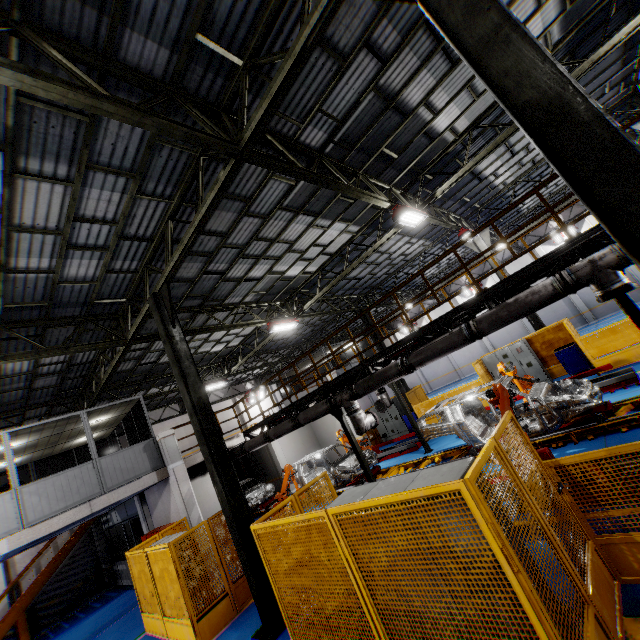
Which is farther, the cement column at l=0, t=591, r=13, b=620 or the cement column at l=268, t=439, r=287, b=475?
the cement column at l=268, t=439, r=287, b=475

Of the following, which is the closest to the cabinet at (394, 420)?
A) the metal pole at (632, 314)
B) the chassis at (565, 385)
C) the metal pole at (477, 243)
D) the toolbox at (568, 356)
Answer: the chassis at (565, 385)

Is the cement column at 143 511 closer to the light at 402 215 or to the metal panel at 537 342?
the metal panel at 537 342

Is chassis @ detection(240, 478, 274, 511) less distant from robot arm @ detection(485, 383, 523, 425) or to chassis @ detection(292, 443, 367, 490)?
chassis @ detection(292, 443, 367, 490)

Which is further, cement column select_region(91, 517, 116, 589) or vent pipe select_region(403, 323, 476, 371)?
cement column select_region(91, 517, 116, 589)

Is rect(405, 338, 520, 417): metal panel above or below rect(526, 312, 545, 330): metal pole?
below

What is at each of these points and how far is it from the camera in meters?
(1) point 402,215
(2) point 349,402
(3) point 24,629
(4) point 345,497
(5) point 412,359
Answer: (1) light, 10.2
(2) vent pipe, 10.0
(3) metal stair, 14.0
(4) cabinet, 4.4
(5) vent pipe, 8.5

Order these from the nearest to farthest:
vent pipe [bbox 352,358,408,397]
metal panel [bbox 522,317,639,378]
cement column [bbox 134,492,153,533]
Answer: vent pipe [bbox 352,358,408,397] < metal panel [bbox 522,317,639,378] < cement column [bbox 134,492,153,533]
